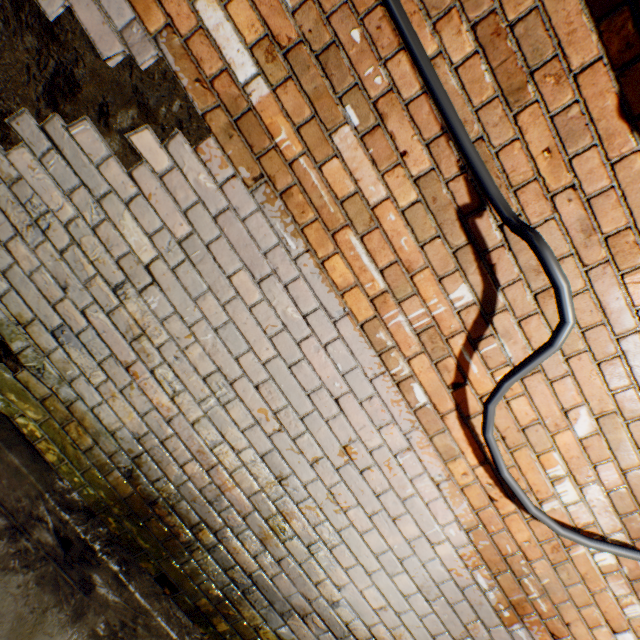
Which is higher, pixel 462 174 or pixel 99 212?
pixel 462 174
